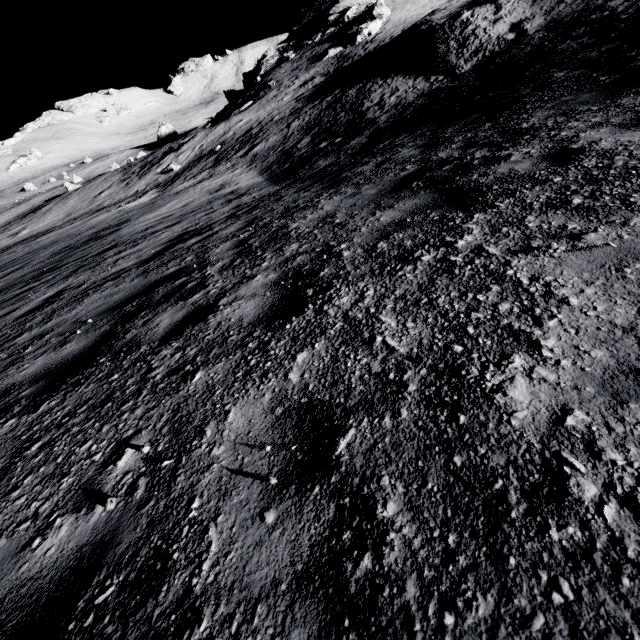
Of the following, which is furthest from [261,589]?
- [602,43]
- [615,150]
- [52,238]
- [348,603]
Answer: [52,238]
